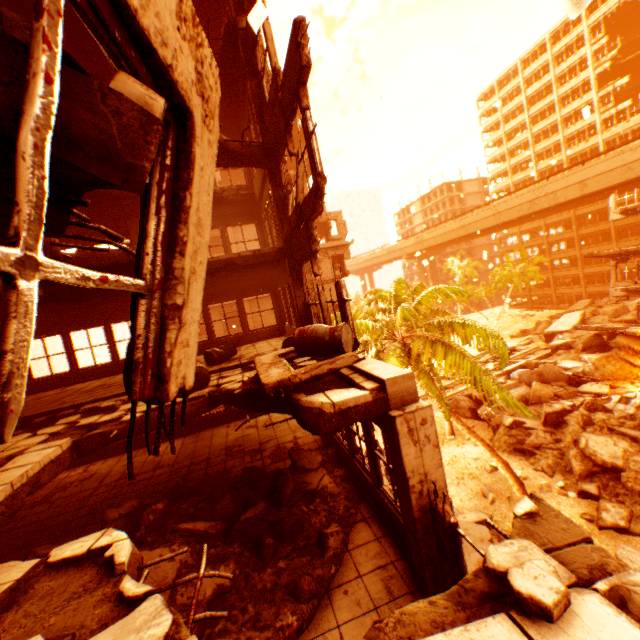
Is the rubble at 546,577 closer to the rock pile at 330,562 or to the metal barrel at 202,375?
the rock pile at 330,562

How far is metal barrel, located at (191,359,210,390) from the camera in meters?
6.8

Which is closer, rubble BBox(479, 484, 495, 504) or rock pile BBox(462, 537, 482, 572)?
rock pile BBox(462, 537, 482, 572)

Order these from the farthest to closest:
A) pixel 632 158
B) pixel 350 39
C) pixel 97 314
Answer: pixel 632 158, pixel 350 39, pixel 97 314

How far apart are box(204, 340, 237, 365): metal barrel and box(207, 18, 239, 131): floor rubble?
8.08m

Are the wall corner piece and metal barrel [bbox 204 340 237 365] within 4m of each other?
no

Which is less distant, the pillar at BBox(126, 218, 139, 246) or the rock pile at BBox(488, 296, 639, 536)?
the pillar at BBox(126, 218, 139, 246)

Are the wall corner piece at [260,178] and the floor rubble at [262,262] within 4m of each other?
yes
